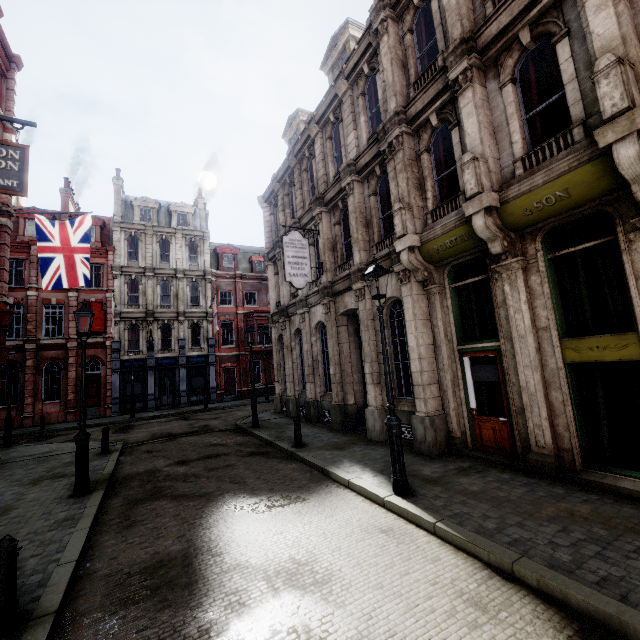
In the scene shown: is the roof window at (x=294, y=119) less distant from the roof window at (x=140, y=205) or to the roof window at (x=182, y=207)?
the roof window at (x=182, y=207)

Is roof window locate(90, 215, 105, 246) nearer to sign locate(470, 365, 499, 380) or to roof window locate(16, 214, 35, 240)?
roof window locate(16, 214, 35, 240)

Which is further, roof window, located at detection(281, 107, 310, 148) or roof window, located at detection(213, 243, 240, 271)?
roof window, located at detection(213, 243, 240, 271)

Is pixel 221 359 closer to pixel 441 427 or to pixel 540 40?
pixel 441 427

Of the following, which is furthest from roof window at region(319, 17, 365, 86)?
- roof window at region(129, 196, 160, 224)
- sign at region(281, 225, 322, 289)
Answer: roof window at region(129, 196, 160, 224)

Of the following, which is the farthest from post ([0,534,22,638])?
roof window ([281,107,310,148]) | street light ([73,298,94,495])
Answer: roof window ([281,107,310,148])

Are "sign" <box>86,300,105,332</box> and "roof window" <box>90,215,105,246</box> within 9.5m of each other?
yes

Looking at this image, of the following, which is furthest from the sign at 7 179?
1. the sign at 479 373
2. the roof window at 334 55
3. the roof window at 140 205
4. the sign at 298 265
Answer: the roof window at 140 205
